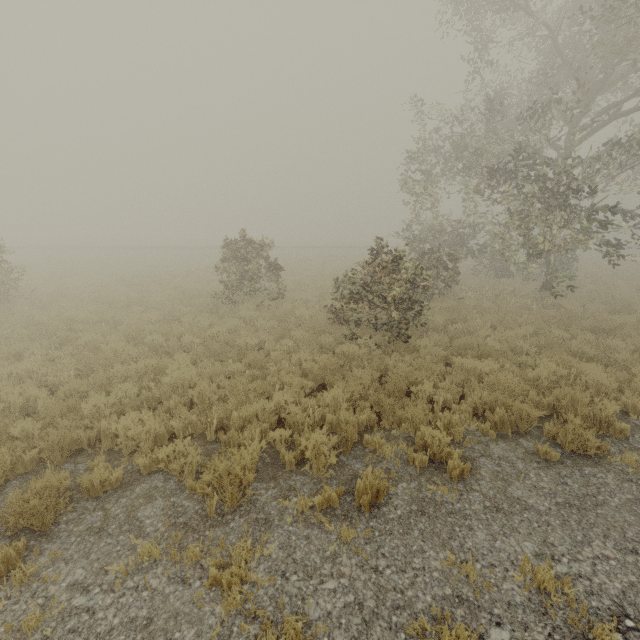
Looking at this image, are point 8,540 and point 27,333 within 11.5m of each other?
yes
